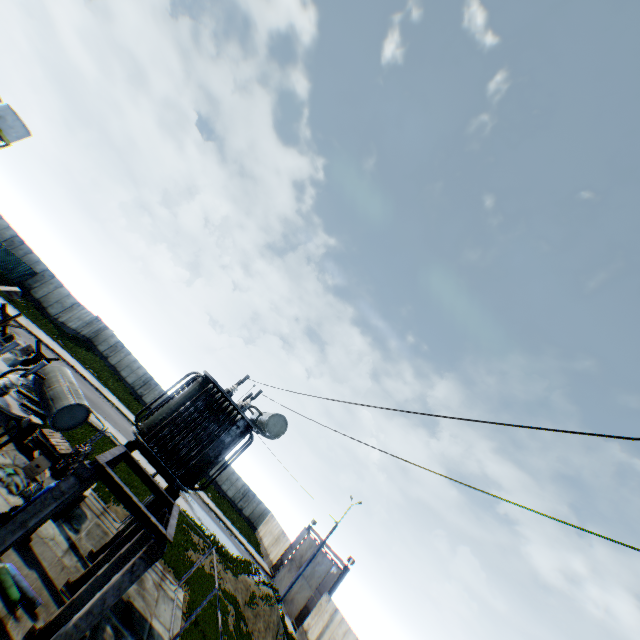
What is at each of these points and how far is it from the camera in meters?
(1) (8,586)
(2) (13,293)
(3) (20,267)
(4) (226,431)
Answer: (1) gas cylinder, 7.5 m
(2) concrete block, 28.4 m
(3) metal fence, 32.3 m
(4) electrical compensator, 10.4 m

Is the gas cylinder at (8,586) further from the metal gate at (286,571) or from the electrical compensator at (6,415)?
the metal gate at (286,571)

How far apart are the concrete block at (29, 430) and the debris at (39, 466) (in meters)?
1.36

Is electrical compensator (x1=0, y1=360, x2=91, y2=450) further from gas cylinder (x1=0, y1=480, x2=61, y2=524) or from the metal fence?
the metal fence

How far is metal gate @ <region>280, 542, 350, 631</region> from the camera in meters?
27.2 m

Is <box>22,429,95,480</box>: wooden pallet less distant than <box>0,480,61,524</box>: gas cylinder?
No

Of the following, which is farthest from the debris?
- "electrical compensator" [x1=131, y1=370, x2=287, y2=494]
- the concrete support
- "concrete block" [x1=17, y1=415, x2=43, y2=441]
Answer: the concrete support

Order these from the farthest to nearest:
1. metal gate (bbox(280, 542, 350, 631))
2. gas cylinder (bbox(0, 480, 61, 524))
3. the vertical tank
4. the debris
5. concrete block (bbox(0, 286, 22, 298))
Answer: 1. the vertical tank
2. concrete block (bbox(0, 286, 22, 298))
3. metal gate (bbox(280, 542, 350, 631))
4. the debris
5. gas cylinder (bbox(0, 480, 61, 524))
